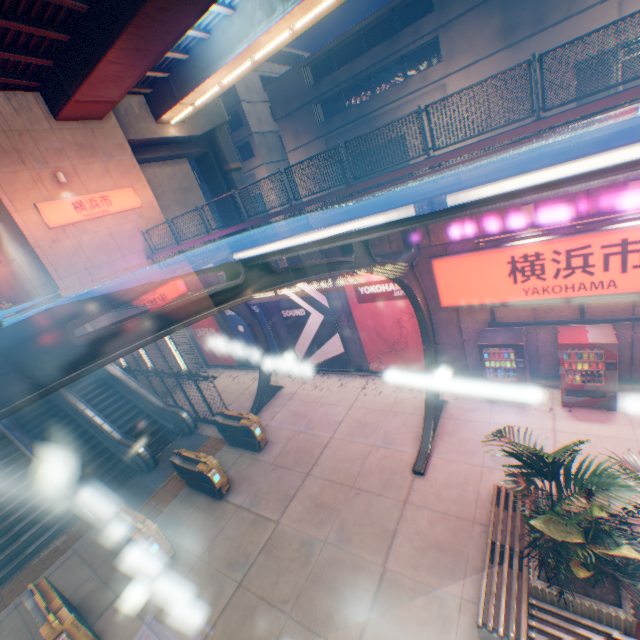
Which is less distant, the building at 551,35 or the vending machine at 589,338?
the vending machine at 589,338

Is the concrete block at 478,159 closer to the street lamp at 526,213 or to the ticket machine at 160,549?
the street lamp at 526,213

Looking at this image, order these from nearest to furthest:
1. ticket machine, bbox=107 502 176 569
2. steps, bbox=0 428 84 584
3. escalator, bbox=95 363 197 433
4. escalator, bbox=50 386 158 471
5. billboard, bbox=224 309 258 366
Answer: ticket machine, bbox=107 502 176 569, steps, bbox=0 428 84 584, escalator, bbox=50 386 158 471, escalator, bbox=95 363 197 433, billboard, bbox=224 309 258 366

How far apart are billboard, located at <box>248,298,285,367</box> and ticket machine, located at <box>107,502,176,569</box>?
8.00m

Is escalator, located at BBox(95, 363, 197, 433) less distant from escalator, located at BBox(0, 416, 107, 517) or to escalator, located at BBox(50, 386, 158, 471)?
escalator, located at BBox(50, 386, 158, 471)

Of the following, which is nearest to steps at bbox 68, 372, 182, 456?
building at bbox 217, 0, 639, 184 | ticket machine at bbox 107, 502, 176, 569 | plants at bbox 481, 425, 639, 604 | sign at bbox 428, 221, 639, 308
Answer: ticket machine at bbox 107, 502, 176, 569

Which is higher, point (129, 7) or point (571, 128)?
point (129, 7)

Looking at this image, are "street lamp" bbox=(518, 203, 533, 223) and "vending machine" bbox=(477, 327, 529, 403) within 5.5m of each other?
yes
